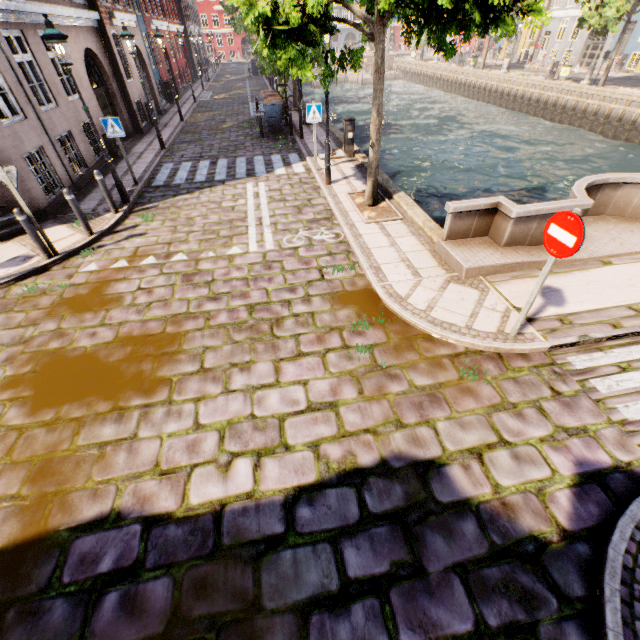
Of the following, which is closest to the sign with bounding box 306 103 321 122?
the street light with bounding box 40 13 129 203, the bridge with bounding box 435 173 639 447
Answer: the street light with bounding box 40 13 129 203

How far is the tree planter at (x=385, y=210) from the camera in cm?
796

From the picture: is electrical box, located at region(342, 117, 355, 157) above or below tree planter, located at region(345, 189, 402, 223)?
above

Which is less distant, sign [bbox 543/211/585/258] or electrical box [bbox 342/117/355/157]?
sign [bbox 543/211/585/258]

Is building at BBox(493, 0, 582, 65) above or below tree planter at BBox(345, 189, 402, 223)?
above

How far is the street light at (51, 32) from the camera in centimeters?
679cm

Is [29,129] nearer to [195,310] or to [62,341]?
[62,341]

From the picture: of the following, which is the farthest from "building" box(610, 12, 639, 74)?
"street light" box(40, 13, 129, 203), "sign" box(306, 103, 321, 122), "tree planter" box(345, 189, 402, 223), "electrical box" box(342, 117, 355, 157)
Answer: "electrical box" box(342, 117, 355, 157)
